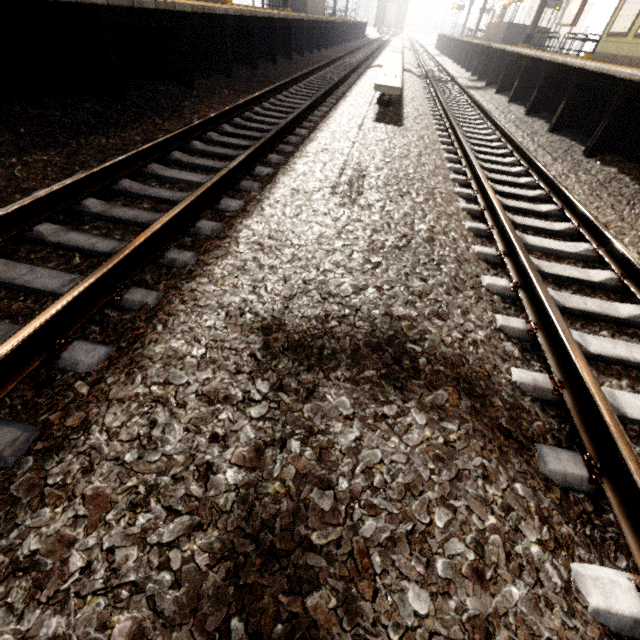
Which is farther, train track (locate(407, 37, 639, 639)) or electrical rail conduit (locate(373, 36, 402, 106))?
electrical rail conduit (locate(373, 36, 402, 106))

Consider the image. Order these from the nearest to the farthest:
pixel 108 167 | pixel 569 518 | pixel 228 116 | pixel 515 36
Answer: pixel 569 518, pixel 108 167, pixel 228 116, pixel 515 36

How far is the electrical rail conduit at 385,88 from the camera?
6.0 meters

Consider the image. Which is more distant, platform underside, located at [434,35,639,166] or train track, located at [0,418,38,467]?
platform underside, located at [434,35,639,166]

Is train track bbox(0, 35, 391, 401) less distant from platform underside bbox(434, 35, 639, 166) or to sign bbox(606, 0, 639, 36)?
platform underside bbox(434, 35, 639, 166)

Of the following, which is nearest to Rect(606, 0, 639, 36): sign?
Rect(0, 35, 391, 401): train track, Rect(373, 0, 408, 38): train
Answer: Rect(0, 35, 391, 401): train track

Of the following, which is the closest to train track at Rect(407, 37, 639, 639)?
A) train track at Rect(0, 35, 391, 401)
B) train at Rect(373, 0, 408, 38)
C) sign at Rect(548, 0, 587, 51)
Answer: train track at Rect(0, 35, 391, 401)

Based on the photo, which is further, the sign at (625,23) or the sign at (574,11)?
the sign at (574,11)
